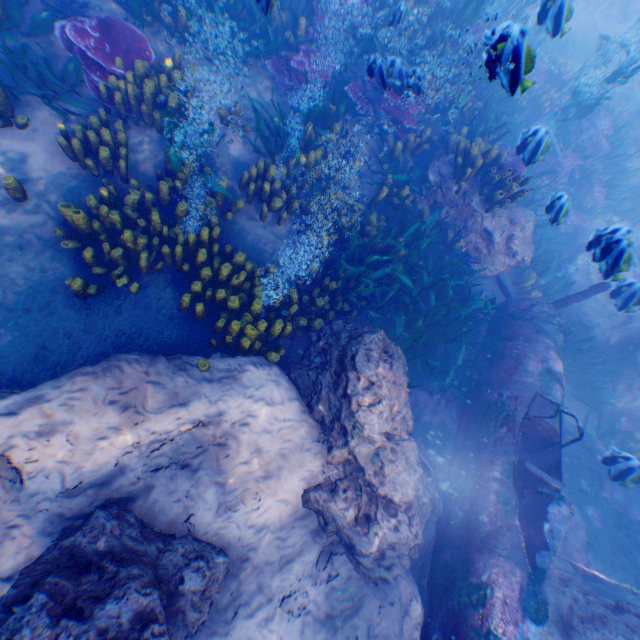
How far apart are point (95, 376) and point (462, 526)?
4.6 meters

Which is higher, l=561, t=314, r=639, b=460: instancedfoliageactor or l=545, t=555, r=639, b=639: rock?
l=545, t=555, r=639, b=639: rock

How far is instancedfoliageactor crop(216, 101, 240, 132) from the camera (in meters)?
5.77

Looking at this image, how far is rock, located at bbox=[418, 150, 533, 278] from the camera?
6.82m

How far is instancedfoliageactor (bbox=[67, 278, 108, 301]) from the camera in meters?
3.9 m

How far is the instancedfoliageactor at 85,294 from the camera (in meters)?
3.87

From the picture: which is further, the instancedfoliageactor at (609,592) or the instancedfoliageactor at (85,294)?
the instancedfoliageactor at (609,592)

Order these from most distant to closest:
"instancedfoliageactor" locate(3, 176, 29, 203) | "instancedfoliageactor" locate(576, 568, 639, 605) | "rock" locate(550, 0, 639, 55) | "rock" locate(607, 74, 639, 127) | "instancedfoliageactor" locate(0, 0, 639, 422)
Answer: "rock" locate(550, 0, 639, 55), "rock" locate(607, 74, 639, 127), "instancedfoliageactor" locate(576, 568, 639, 605), "instancedfoliageactor" locate(0, 0, 639, 422), "instancedfoliageactor" locate(3, 176, 29, 203)
